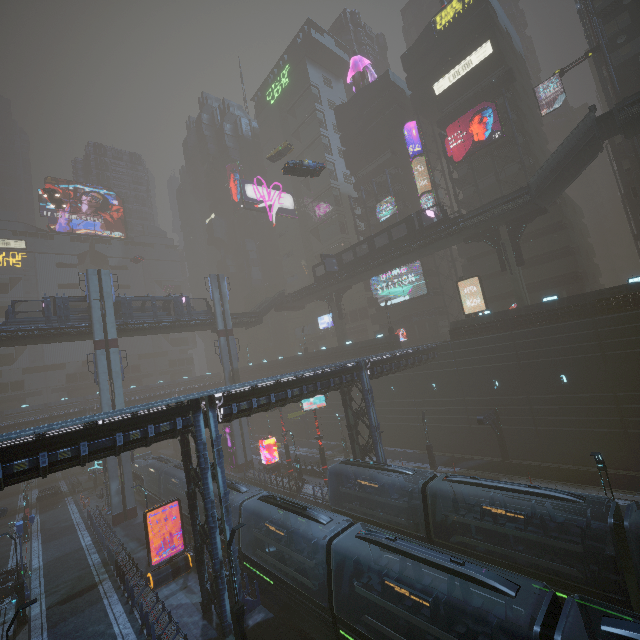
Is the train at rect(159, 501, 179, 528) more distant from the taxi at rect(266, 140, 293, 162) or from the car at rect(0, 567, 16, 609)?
the taxi at rect(266, 140, 293, 162)

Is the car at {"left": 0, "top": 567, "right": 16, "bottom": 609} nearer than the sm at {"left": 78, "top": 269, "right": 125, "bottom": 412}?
Answer: Yes

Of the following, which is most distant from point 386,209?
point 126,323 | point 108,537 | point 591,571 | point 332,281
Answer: point 108,537

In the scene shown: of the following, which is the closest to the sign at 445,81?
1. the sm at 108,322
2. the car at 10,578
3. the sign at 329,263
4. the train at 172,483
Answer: the sign at 329,263

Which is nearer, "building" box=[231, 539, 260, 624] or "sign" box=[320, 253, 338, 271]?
"building" box=[231, 539, 260, 624]

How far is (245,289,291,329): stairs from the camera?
50.96m

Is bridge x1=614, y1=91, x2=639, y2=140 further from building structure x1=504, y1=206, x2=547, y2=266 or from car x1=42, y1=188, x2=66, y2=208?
car x1=42, y1=188, x2=66, y2=208

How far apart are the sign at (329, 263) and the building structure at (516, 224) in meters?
21.0 m
